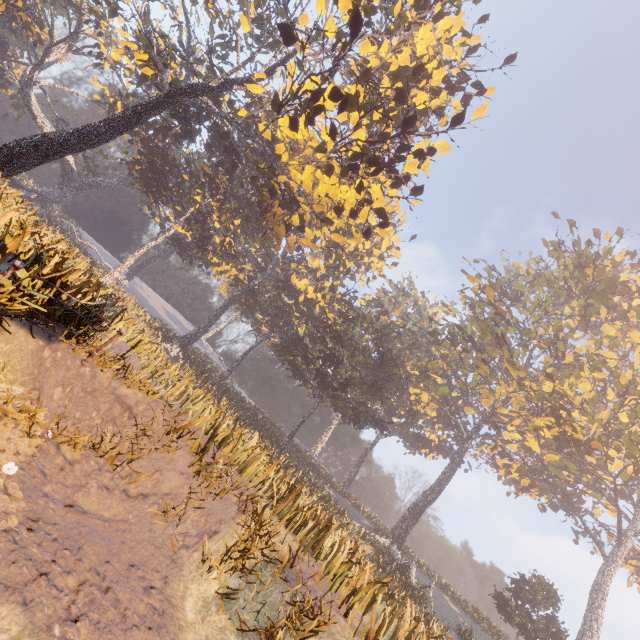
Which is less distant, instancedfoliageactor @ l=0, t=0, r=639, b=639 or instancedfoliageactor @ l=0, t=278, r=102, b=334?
instancedfoliageactor @ l=0, t=278, r=102, b=334

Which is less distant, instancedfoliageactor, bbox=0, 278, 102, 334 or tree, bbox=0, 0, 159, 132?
instancedfoliageactor, bbox=0, 278, 102, 334

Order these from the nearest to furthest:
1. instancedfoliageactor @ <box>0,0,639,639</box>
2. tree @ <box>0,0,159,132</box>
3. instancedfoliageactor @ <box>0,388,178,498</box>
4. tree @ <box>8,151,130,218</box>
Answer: instancedfoliageactor @ <box>0,388,178,498</box> → instancedfoliageactor @ <box>0,0,639,639</box> → tree @ <box>0,0,159,132</box> → tree @ <box>8,151,130,218</box>

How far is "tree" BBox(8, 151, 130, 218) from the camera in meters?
39.2

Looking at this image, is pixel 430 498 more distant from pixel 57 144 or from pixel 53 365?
pixel 57 144

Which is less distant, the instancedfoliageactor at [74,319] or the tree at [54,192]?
the instancedfoliageactor at [74,319]

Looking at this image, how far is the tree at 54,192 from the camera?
39.22m

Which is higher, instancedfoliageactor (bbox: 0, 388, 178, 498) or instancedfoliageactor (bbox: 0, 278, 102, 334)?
instancedfoliageactor (bbox: 0, 278, 102, 334)
